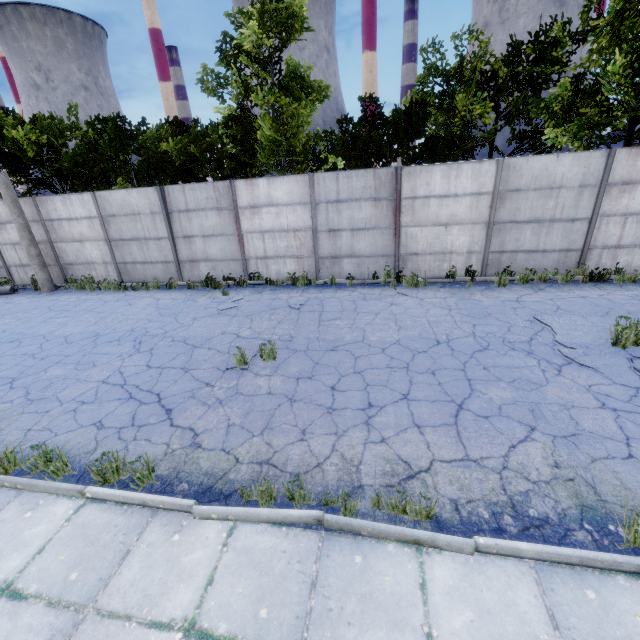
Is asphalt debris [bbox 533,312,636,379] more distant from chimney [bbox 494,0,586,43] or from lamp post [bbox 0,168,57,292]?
chimney [bbox 494,0,586,43]

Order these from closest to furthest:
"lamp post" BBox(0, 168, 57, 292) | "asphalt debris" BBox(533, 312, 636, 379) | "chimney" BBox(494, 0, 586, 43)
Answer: "asphalt debris" BBox(533, 312, 636, 379), "lamp post" BBox(0, 168, 57, 292), "chimney" BBox(494, 0, 586, 43)

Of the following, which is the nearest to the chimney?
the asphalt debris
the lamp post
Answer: the asphalt debris

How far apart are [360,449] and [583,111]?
14.15m

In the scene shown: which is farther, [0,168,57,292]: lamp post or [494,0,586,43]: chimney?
[494,0,586,43]: chimney

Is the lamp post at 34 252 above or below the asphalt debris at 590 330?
above

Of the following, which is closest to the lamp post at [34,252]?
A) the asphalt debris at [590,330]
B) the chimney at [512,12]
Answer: the asphalt debris at [590,330]

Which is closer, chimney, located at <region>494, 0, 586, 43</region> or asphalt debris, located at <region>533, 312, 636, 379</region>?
asphalt debris, located at <region>533, 312, 636, 379</region>
